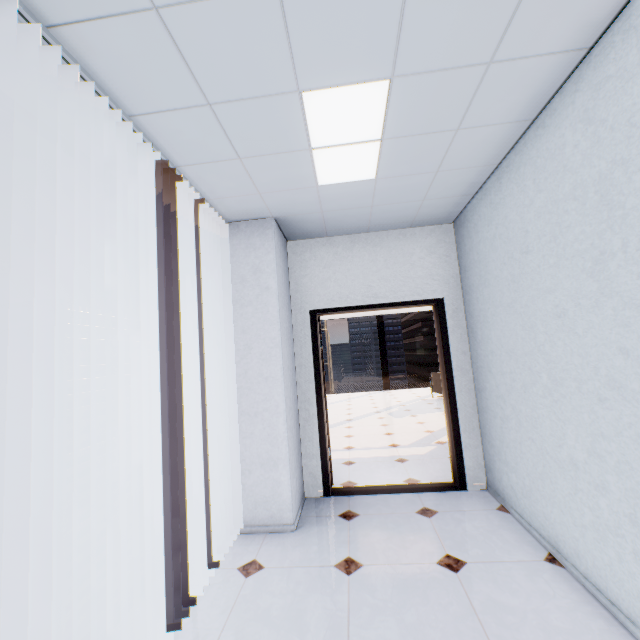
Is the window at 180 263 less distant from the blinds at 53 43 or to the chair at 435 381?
the blinds at 53 43

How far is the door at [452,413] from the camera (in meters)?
3.54

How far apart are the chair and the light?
7.68m

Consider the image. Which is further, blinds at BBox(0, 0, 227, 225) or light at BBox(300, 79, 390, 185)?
light at BBox(300, 79, 390, 185)

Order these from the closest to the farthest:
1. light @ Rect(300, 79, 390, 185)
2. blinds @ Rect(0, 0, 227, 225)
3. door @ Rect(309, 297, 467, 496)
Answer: blinds @ Rect(0, 0, 227, 225) < light @ Rect(300, 79, 390, 185) < door @ Rect(309, 297, 467, 496)

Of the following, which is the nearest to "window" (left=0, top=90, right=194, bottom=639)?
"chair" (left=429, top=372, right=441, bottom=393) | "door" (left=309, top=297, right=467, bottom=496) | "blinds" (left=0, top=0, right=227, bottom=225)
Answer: "blinds" (left=0, top=0, right=227, bottom=225)

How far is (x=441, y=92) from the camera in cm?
182

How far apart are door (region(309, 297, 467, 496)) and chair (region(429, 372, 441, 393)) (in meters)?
5.70
